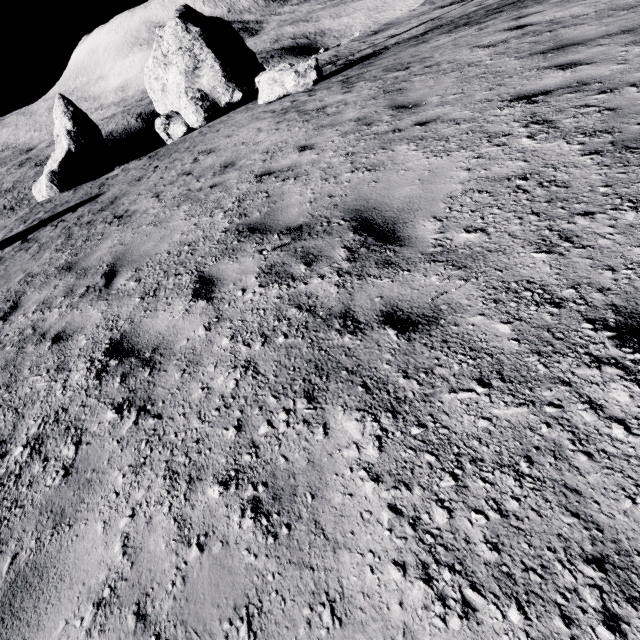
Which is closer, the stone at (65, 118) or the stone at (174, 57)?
the stone at (174, 57)

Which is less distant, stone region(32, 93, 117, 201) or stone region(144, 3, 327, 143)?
stone region(144, 3, 327, 143)

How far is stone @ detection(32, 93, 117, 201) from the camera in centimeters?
2264cm

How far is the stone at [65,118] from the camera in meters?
22.6

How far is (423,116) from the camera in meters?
5.1 m
